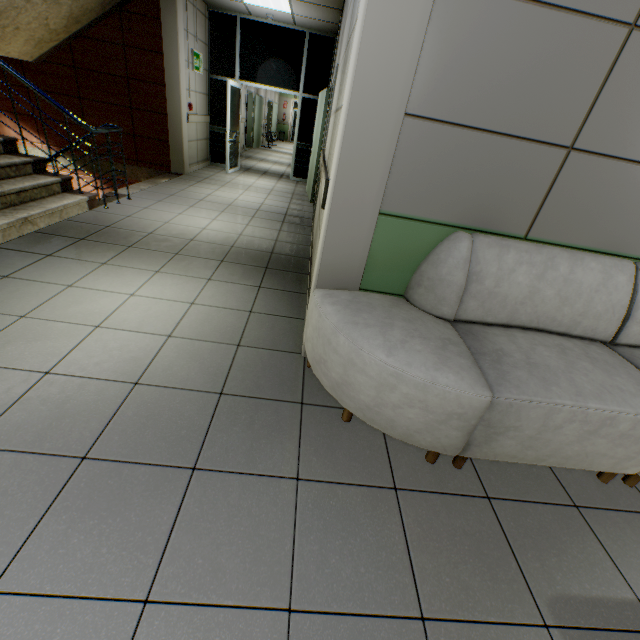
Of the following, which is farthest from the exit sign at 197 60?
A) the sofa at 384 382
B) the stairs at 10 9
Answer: the sofa at 384 382

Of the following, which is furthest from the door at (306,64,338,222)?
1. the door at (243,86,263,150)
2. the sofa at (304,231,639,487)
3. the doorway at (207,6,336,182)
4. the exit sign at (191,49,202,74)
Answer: the door at (243,86,263,150)

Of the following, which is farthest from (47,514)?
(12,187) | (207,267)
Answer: (12,187)

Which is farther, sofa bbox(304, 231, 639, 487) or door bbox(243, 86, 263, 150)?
door bbox(243, 86, 263, 150)

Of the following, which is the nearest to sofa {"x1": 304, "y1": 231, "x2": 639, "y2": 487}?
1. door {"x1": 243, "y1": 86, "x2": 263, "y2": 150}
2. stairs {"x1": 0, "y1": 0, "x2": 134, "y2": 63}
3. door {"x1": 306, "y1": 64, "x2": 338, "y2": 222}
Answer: stairs {"x1": 0, "y1": 0, "x2": 134, "y2": 63}

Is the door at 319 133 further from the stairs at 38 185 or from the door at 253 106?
the door at 253 106

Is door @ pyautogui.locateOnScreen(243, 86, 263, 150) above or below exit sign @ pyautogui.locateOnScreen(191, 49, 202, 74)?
below

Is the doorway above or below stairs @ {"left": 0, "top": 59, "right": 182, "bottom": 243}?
above
